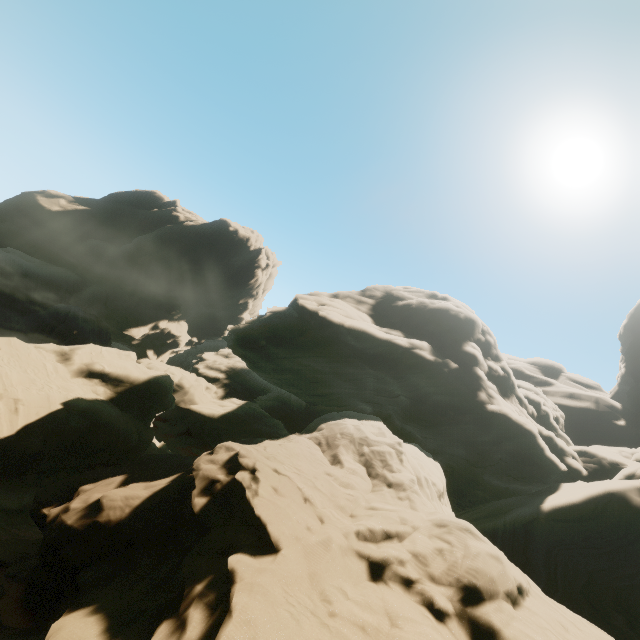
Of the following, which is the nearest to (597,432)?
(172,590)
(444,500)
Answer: (444,500)
